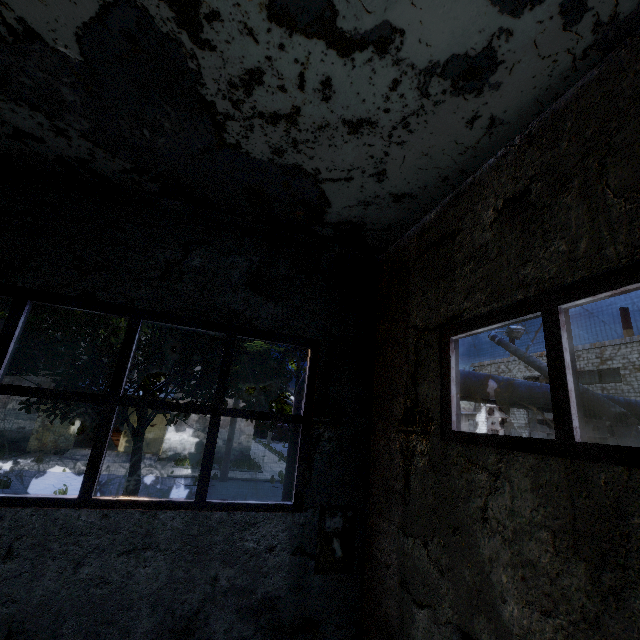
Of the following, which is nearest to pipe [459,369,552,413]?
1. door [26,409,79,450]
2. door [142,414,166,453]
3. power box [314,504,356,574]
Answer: power box [314,504,356,574]

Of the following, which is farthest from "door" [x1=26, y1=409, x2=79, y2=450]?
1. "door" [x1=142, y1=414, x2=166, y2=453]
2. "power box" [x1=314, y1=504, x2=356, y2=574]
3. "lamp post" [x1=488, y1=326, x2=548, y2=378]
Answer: "lamp post" [x1=488, y1=326, x2=548, y2=378]

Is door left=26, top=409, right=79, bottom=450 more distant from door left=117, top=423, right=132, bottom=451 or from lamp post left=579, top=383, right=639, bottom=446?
lamp post left=579, top=383, right=639, bottom=446

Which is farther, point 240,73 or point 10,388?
point 10,388

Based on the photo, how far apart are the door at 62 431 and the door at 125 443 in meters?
2.7

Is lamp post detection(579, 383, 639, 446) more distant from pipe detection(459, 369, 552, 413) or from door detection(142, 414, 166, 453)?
door detection(142, 414, 166, 453)

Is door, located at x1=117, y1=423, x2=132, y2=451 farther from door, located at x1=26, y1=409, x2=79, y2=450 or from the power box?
the power box

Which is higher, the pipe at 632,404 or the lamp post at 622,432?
the pipe at 632,404
